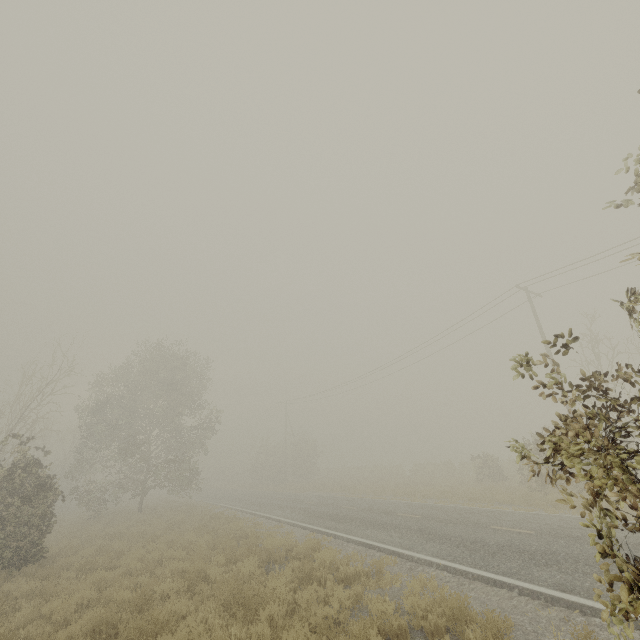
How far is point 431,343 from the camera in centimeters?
2775cm
